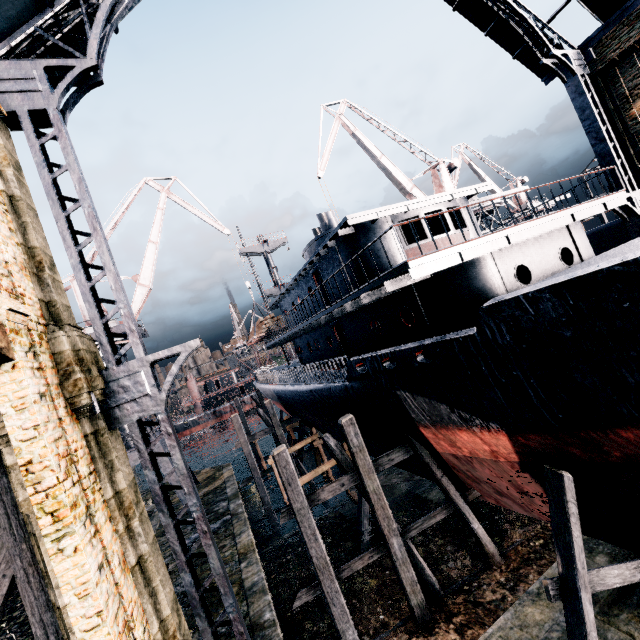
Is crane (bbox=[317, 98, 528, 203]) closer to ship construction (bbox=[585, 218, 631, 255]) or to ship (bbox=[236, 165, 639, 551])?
ship construction (bbox=[585, 218, 631, 255])

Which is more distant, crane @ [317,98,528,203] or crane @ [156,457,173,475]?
crane @ [317,98,528,203]

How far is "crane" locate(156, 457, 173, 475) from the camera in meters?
23.0

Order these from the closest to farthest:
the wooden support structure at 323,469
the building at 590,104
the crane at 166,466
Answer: the building at 590,104 < the wooden support structure at 323,469 < the crane at 166,466

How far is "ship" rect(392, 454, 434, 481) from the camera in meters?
14.2 m

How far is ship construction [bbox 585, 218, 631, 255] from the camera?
25.6 meters

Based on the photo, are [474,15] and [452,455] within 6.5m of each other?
no

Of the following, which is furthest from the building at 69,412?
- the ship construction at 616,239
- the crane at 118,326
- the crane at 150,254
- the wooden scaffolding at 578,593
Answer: the crane at 150,254
